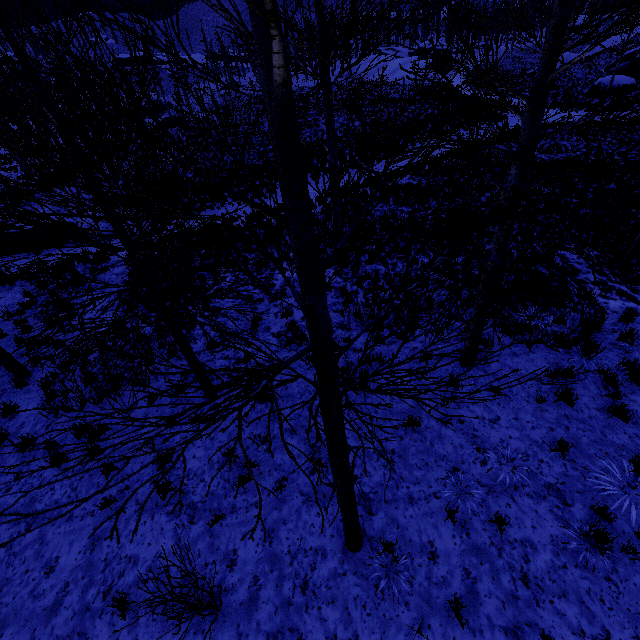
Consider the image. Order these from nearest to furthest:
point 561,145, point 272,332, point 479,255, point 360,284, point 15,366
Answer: point 15,366 < point 272,332 < point 360,284 < point 479,255 < point 561,145

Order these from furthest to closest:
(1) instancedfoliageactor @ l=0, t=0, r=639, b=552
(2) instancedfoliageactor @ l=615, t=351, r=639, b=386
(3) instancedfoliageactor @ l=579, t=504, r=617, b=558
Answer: (2) instancedfoliageactor @ l=615, t=351, r=639, b=386
(3) instancedfoliageactor @ l=579, t=504, r=617, b=558
(1) instancedfoliageactor @ l=0, t=0, r=639, b=552

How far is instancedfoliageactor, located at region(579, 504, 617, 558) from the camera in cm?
433

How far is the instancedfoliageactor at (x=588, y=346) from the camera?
6.72m

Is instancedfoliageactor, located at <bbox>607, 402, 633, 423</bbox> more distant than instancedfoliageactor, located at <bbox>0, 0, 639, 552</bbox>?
Yes

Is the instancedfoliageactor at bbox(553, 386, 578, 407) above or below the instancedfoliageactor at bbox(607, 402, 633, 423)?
above

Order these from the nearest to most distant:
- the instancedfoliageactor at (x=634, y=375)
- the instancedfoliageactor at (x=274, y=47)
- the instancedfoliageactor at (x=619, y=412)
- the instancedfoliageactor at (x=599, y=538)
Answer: the instancedfoliageactor at (x=274, y=47), the instancedfoliageactor at (x=599, y=538), the instancedfoliageactor at (x=619, y=412), the instancedfoliageactor at (x=634, y=375)
